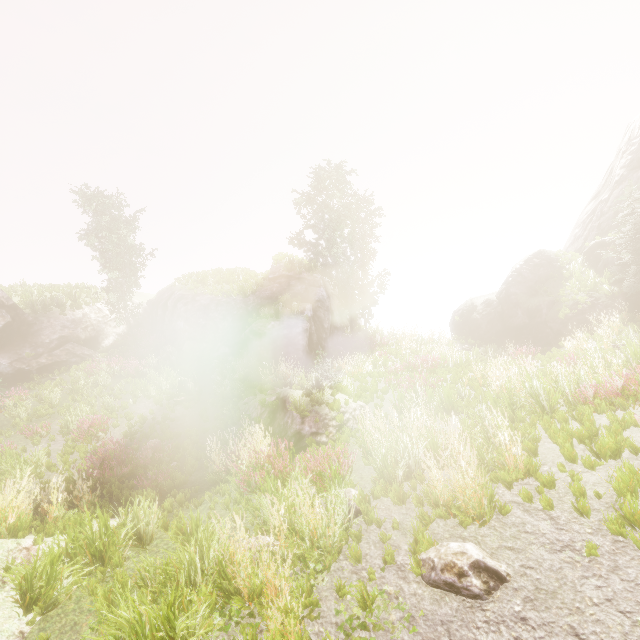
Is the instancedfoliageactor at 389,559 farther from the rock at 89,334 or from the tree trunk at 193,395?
the tree trunk at 193,395

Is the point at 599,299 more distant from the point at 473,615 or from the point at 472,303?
the point at 473,615

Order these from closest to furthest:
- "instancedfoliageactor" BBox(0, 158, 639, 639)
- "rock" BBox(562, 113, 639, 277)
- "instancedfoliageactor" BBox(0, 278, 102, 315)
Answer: "instancedfoliageactor" BBox(0, 158, 639, 639), "rock" BBox(562, 113, 639, 277), "instancedfoliageactor" BBox(0, 278, 102, 315)

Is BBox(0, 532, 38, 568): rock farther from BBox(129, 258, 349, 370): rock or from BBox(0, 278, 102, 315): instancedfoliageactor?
BBox(129, 258, 349, 370): rock

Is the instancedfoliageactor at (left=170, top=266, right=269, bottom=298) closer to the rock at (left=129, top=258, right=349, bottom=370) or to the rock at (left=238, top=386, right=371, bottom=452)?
the rock at (left=129, top=258, right=349, bottom=370)

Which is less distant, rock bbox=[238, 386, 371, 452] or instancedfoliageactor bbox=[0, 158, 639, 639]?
instancedfoliageactor bbox=[0, 158, 639, 639]

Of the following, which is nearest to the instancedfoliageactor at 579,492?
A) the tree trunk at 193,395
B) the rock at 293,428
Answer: the rock at 293,428
